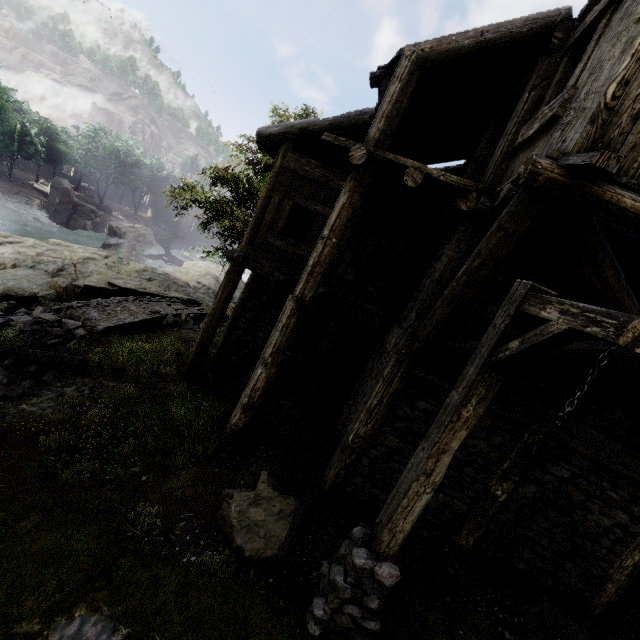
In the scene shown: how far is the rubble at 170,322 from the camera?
14.9 meters

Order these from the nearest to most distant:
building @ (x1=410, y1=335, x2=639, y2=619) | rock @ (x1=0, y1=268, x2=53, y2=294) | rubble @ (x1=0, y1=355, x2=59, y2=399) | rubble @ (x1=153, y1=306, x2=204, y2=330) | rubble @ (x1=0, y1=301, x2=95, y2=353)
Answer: building @ (x1=410, y1=335, x2=639, y2=619) < rubble @ (x1=0, y1=355, x2=59, y2=399) < rubble @ (x1=0, y1=301, x2=95, y2=353) < rock @ (x1=0, y1=268, x2=53, y2=294) < rubble @ (x1=153, y1=306, x2=204, y2=330)

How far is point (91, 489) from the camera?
4.99m

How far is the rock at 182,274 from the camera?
20.16m

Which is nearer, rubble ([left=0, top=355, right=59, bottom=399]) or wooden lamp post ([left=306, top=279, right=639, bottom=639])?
wooden lamp post ([left=306, top=279, right=639, bottom=639])

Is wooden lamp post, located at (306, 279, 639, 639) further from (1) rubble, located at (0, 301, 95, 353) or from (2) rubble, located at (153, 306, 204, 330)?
(2) rubble, located at (153, 306, 204, 330)

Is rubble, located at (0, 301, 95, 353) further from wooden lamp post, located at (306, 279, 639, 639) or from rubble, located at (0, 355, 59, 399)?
wooden lamp post, located at (306, 279, 639, 639)

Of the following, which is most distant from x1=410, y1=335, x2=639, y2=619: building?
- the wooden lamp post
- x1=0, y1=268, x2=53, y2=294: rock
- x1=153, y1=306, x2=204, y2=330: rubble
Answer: x1=0, y1=268, x2=53, y2=294: rock
